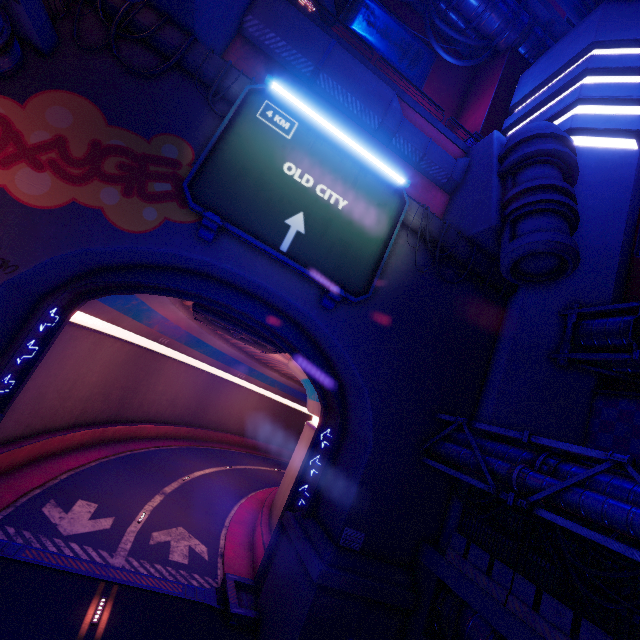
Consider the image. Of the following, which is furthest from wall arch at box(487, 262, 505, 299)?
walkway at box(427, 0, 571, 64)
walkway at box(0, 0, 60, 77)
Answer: walkway at box(427, 0, 571, 64)

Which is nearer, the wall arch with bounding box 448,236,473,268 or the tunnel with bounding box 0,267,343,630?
the tunnel with bounding box 0,267,343,630

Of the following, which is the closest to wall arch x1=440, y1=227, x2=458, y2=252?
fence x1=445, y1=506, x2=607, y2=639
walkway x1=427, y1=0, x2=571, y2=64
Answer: fence x1=445, y1=506, x2=607, y2=639

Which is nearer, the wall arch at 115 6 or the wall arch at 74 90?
the wall arch at 74 90

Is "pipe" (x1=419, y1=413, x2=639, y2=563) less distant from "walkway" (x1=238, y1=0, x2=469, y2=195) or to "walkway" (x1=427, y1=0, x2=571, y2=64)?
"walkway" (x1=238, y1=0, x2=469, y2=195)

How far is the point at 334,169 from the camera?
12.8m

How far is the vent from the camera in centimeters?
1649cm

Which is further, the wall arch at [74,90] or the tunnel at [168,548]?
the tunnel at [168,548]
